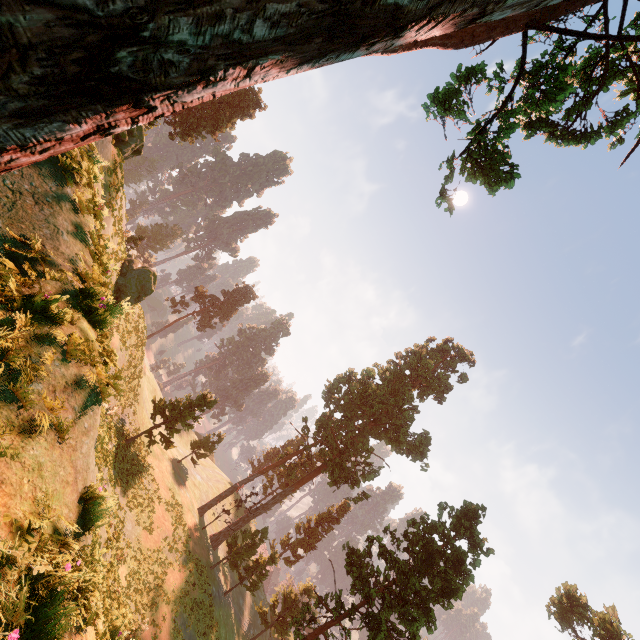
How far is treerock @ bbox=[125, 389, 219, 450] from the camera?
29.8 meters

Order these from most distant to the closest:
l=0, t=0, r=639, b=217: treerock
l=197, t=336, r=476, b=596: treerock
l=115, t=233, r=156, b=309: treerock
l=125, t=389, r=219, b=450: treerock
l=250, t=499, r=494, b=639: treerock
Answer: l=197, t=336, r=476, b=596: treerock, l=125, t=389, r=219, b=450: treerock, l=115, t=233, r=156, b=309: treerock, l=250, t=499, r=494, b=639: treerock, l=0, t=0, r=639, b=217: treerock

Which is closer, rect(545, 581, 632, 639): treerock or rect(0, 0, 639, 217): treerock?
rect(0, 0, 639, 217): treerock

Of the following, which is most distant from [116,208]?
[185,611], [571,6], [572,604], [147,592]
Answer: [572,604]

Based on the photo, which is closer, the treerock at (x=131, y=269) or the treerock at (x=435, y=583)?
the treerock at (x=435, y=583)

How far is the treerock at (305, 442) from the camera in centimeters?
3447cm
